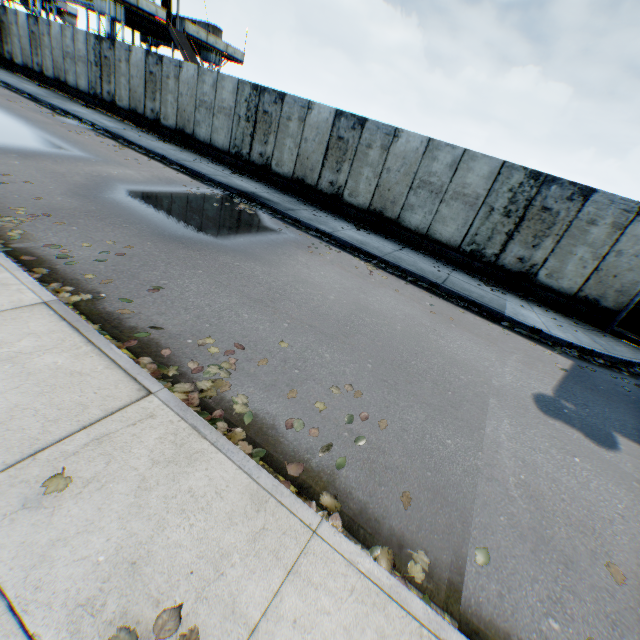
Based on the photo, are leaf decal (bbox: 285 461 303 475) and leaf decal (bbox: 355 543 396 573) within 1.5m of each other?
yes

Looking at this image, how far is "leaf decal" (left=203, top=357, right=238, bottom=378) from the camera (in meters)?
3.71

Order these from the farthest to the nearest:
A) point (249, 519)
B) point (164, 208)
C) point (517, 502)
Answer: point (164, 208)
point (517, 502)
point (249, 519)

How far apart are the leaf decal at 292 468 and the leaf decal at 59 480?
1.5 meters

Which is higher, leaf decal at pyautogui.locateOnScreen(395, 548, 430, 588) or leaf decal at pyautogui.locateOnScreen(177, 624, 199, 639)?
leaf decal at pyautogui.locateOnScreen(177, 624, 199, 639)

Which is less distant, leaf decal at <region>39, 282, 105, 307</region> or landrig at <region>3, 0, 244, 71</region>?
leaf decal at <region>39, 282, 105, 307</region>

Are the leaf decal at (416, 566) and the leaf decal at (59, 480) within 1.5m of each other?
no

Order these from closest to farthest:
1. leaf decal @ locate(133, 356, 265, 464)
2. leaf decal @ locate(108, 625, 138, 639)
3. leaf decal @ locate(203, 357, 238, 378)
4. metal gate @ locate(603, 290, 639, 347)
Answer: leaf decal @ locate(108, 625, 138, 639) → leaf decal @ locate(133, 356, 265, 464) → leaf decal @ locate(203, 357, 238, 378) → metal gate @ locate(603, 290, 639, 347)
